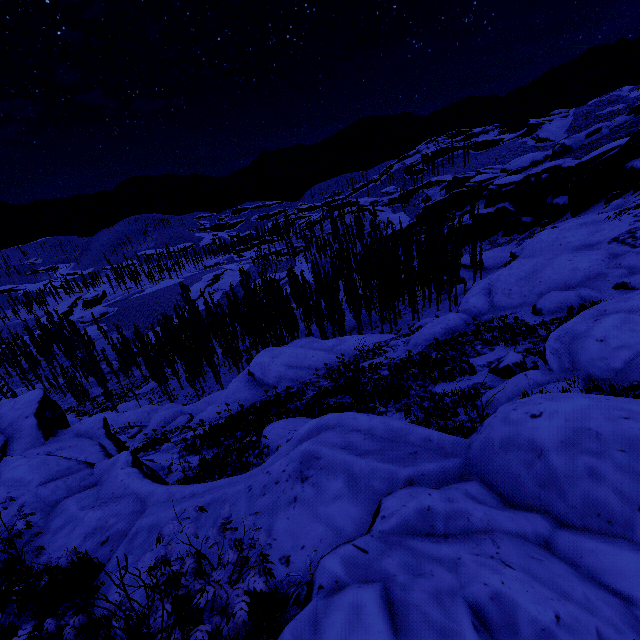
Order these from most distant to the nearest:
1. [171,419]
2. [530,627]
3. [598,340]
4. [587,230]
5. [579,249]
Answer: [171,419], [587,230], [579,249], [598,340], [530,627]

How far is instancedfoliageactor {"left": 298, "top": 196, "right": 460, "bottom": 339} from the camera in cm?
3725

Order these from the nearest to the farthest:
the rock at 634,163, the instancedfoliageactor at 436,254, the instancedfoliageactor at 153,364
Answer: the rock at 634,163
the instancedfoliageactor at 436,254
the instancedfoliageactor at 153,364

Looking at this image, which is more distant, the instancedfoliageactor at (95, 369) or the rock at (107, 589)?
the instancedfoliageactor at (95, 369)

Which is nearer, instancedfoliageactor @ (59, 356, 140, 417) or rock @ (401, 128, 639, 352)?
rock @ (401, 128, 639, 352)

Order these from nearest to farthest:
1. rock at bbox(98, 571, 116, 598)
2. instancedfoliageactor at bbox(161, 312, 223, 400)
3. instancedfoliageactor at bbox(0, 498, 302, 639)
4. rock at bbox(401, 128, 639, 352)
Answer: instancedfoliageactor at bbox(0, 498, 302, 639) → rock at bbox(98, 571, 116, 598) → rock at bbox(401, 128, 639, 352) → instancedfoliageactor at bbox(161, 312, 223, 400)
